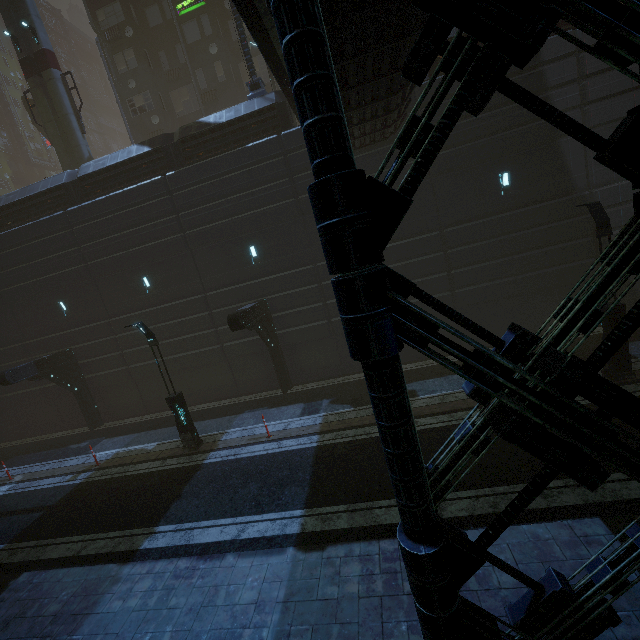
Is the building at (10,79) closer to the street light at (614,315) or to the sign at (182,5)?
the sign at (182,5)

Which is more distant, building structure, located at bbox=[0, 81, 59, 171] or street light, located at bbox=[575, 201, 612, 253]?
building structure, located at bbox=[0, 81, 59, 171]

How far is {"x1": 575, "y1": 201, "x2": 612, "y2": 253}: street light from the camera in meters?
9.5 m

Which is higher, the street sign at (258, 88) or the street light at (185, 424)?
the street sign at (258, 88)

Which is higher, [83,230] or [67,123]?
[67,123]

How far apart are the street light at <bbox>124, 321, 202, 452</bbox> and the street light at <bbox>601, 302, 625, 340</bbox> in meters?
14.9 m

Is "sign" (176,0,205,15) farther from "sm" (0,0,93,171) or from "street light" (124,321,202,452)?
"street light" (124,321,202,452)
